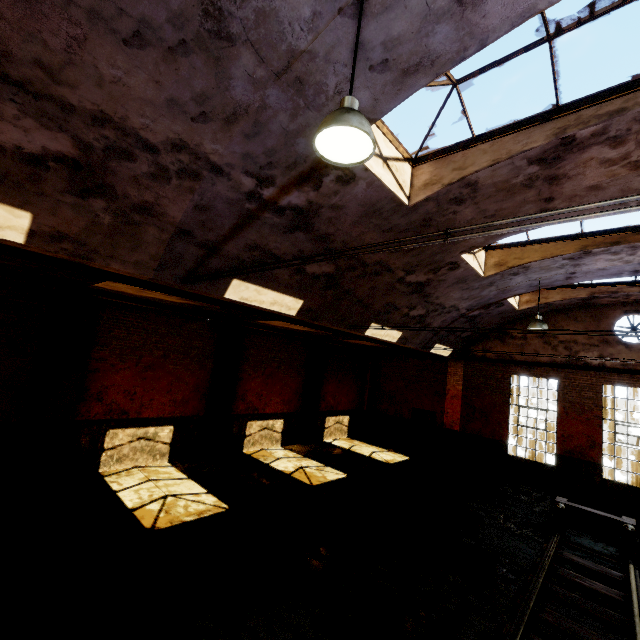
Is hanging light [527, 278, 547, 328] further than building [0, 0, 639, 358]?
Yes

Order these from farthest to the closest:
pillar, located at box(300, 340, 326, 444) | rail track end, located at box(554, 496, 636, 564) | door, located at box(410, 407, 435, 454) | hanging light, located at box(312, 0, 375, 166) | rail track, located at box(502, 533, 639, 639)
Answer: door, located at box(410, 407, 435, 454) → pillar, located at box(300, 340, 326, 444) → rail track end, located at box(554, 496, 636, 564) → rail track, located at box(502, 533, 639, 639) → hanging light, located at box(312, 0, 375, 166)

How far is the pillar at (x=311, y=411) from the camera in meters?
15.4

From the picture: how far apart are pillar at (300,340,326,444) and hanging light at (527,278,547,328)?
8.8m

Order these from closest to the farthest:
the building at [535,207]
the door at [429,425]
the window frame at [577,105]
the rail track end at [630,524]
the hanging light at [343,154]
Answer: the hanging light at [343,154] < the building at [535,207] < the window frame at [577,105] < the rail track end at [630,524] < the door at [429,425]

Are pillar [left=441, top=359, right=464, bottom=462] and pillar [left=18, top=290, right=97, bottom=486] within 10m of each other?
no

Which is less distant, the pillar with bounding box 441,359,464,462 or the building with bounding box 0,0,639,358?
the building with bounding box 0,0,639,358

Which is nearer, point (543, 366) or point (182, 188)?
point (182, 188)
